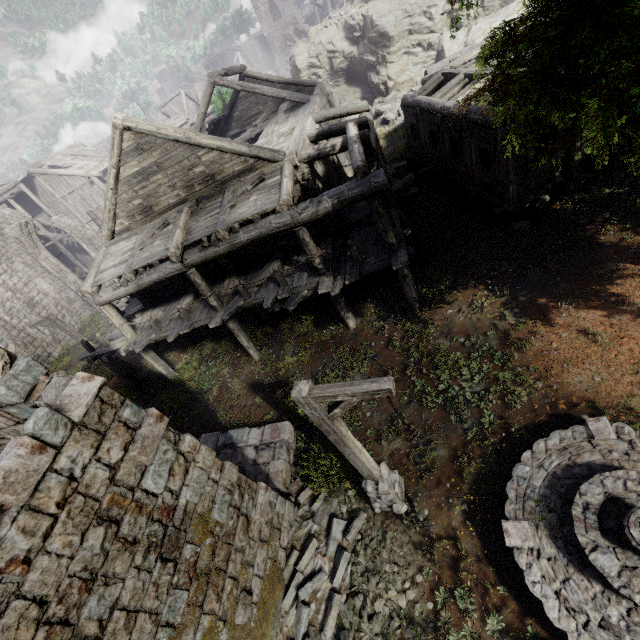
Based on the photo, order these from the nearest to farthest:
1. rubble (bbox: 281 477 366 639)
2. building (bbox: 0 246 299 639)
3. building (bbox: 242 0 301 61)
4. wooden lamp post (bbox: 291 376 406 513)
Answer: building (bbox: 0 246 299 639) → wooden lamp post (bbox: 291 376 406 513) → rubble (bbox: 281 477 366 639) → building (bbox: 242 0 301 61)

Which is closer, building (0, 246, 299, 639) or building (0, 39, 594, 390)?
building (0, 246, 299, 639)

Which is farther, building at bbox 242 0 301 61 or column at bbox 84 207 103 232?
building at bbox 242 0 301 61

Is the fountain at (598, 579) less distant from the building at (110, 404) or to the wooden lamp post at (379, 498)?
the wooden lamp post at (379, 498)

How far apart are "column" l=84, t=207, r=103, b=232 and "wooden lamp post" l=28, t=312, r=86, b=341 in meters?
10.0

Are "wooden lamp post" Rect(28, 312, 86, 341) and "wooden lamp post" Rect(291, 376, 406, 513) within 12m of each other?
no

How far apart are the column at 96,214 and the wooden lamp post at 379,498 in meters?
23.3

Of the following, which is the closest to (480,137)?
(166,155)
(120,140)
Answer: (166,155)
